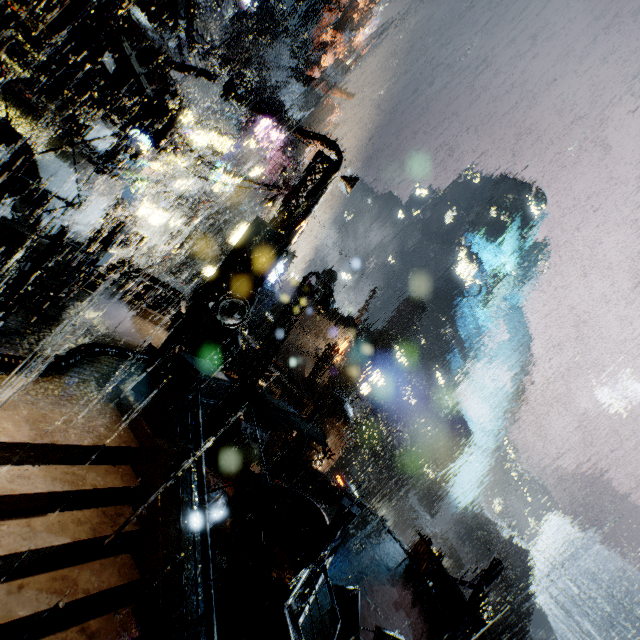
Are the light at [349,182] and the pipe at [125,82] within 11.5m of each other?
yes

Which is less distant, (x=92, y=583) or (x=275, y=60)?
(x=92, y=583)

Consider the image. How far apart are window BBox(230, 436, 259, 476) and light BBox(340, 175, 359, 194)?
20.26m

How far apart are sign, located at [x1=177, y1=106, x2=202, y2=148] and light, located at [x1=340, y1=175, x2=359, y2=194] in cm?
1793

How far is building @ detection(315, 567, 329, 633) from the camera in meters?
9.3

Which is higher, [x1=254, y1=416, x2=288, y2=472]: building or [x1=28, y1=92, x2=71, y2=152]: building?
[x1=28, y1=92, x2=71, y2=152]: building

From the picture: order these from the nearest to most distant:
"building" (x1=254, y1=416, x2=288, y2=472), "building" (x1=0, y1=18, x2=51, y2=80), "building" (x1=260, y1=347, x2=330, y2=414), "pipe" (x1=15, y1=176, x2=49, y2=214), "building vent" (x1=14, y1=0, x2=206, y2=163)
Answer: "building vent" (x1=14, y1=0, x2=206, y2=163)
"building" (x1=0, y1=18, x2=51, y2=80)
"pipe" (x1=15, y1=176, x2=49, y2=214)
"building" (x1=260, y1=347, x2=330, y2=414)
"building" (x1=254, y1=416, x2=288, y2=472)

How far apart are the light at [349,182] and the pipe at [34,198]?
11.6m
